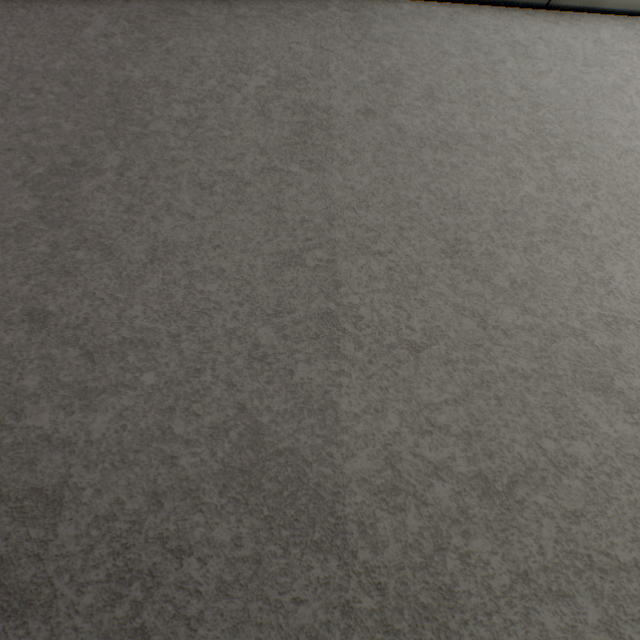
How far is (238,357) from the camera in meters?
0.8
